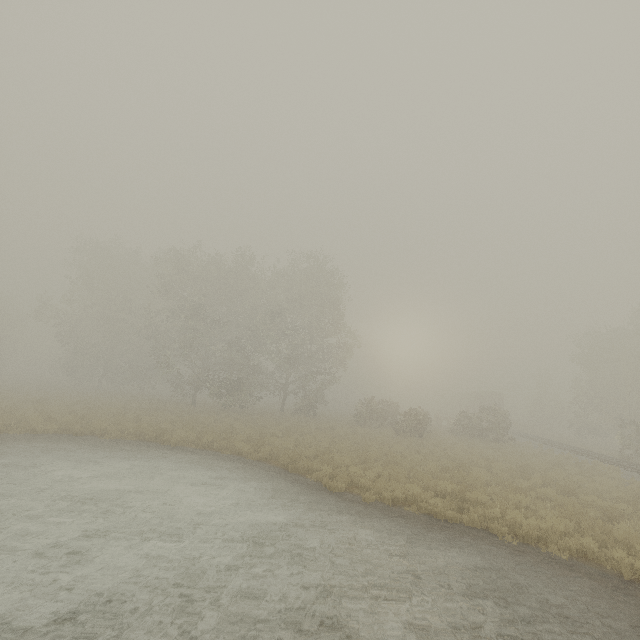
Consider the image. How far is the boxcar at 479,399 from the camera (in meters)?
48.08

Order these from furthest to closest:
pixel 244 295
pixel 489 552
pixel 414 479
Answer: pixel 244 295 → pixel 414 479 → pixel 489 552

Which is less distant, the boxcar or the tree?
the tree

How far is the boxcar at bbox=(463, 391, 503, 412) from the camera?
48.1m

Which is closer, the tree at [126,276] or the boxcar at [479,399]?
the tree at [126,276]
